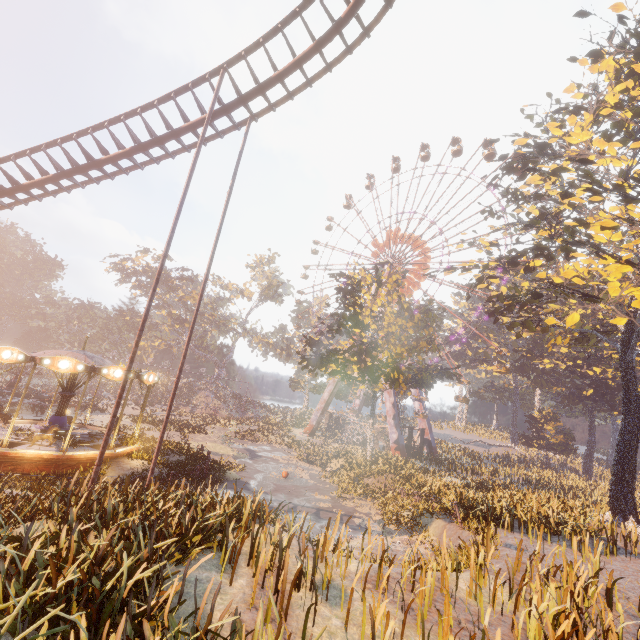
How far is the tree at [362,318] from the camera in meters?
25.9

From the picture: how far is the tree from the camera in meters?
25.9

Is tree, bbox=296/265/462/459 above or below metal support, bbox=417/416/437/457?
above

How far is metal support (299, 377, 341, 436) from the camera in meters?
46.2

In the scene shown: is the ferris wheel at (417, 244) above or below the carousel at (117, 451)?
above

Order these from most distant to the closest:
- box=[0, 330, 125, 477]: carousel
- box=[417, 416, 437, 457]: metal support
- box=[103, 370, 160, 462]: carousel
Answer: box=[417, 416, 437, 457]: metal support < box=[103, 370, 160, 462]: carousel < box=[0, 330, 125, 477]: carousel

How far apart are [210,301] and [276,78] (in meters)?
49.21

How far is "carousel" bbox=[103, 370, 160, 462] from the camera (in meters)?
14.82
